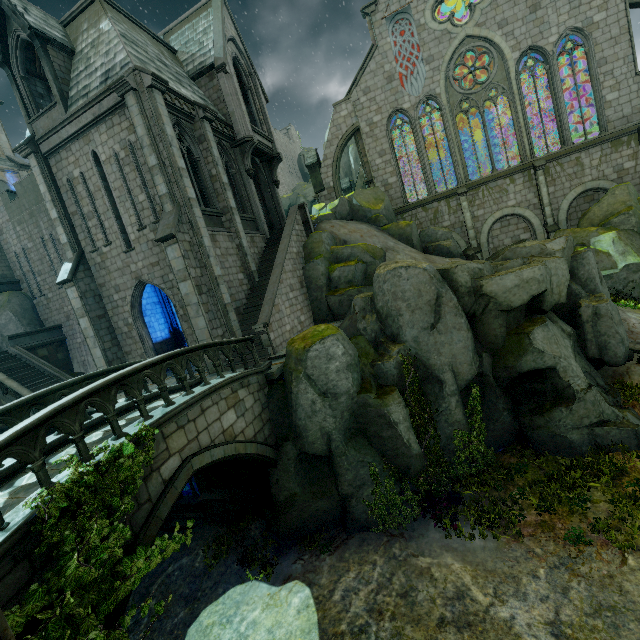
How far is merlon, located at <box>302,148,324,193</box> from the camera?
26.4m

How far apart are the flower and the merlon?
23.2m

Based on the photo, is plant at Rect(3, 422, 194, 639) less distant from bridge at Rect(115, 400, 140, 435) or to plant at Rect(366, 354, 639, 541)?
bridge at Rect(115, 400, 140, 435)

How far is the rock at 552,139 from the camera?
27.30m

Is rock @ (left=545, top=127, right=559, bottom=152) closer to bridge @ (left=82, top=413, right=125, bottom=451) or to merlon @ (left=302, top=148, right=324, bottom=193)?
merlon @ (left=302, top=148, right=324, bottom=193)

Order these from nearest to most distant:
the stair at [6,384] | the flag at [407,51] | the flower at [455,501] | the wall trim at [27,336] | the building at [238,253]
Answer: the flower at [455,501]
the building at [238,253]
the stair at [6,384]
the wall trim at [27,336]
the flag at [407,51]

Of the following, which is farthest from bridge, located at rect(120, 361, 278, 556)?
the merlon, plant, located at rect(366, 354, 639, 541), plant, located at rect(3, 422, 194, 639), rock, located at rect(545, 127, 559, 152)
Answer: the merlon

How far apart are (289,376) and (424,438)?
5.2 meters
